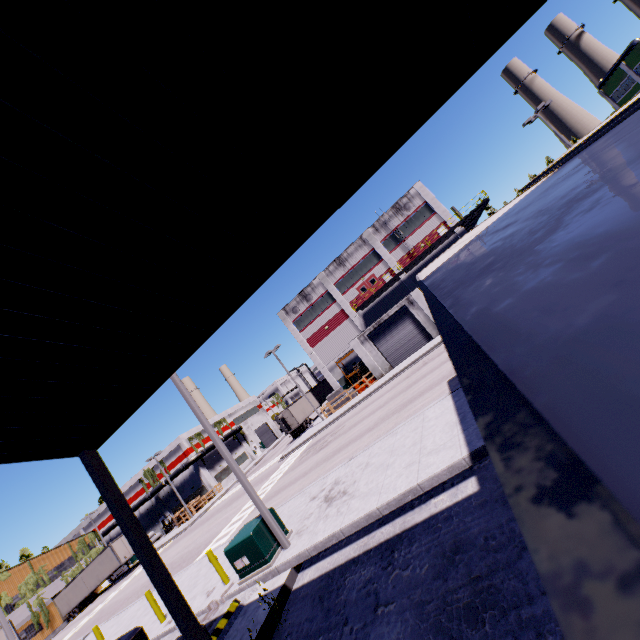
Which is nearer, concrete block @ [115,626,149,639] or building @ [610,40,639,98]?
concrete block @ [115,626,149,639]

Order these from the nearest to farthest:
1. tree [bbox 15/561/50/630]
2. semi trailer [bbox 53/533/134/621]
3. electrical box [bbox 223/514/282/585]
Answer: electrical box [bbox 223/514/282/585]
semi trailer [bbox 53/533/134/621]
tree [bbox 15/561/50/630]

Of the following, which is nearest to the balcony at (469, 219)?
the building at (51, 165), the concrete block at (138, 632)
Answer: the building at (51, 165)

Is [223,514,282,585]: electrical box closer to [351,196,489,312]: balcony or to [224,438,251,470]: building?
[224,438,251,470]: building

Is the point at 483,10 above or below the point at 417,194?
below

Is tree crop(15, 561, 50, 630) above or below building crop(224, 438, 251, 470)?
above

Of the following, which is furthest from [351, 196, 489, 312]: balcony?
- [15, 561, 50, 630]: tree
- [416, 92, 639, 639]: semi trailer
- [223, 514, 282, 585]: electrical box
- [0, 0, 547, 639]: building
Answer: [15, 561, 50, 630]: tree

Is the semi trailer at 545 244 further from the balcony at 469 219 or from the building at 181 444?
the balcony at 469 219
